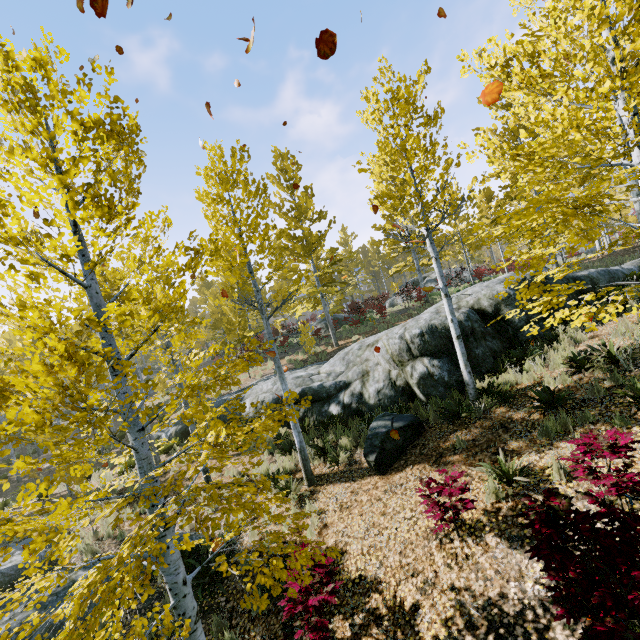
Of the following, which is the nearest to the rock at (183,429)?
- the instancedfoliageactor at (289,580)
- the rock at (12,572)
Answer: the instancedfoliageactor at (289,580)

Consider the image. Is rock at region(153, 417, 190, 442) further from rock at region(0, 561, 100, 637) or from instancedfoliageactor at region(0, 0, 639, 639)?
rock at region(0, 561, 100, 637)

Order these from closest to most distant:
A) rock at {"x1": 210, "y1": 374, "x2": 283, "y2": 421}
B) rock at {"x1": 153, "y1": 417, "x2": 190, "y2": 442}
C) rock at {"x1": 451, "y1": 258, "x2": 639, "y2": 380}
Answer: rock at {"x1": 451, "y1": 258, "x2": 639, "y2": 380} → rock at {"x1": 210, "y1": 374, "x2": 283, "y2": 421} → rock at {"x1": 153, "y1": 417, "x2": 190, "y2": 442}

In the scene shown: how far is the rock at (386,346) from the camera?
8.4 meters

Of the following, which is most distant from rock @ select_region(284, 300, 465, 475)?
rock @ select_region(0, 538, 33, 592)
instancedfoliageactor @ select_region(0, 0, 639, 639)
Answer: rock @ select_region(0, 538, 33, 592)

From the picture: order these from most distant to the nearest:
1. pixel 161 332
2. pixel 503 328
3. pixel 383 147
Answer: pixel 383 147 < pixel 503 328 < pixel 161 332
